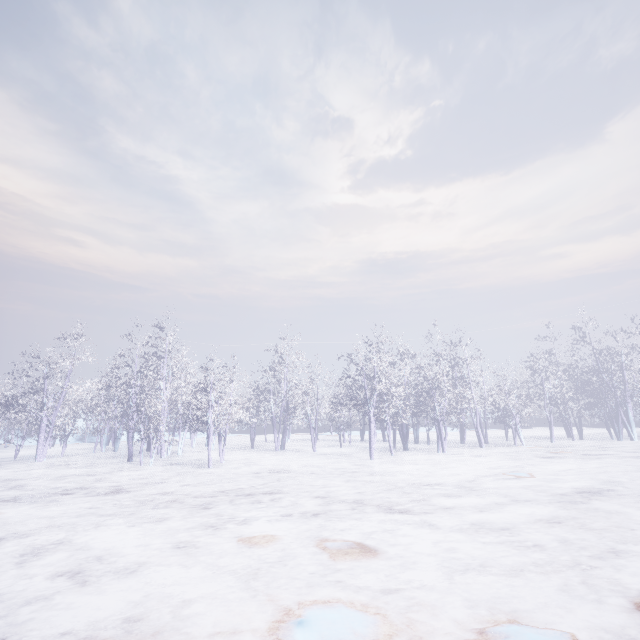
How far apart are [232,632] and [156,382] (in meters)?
16.22
